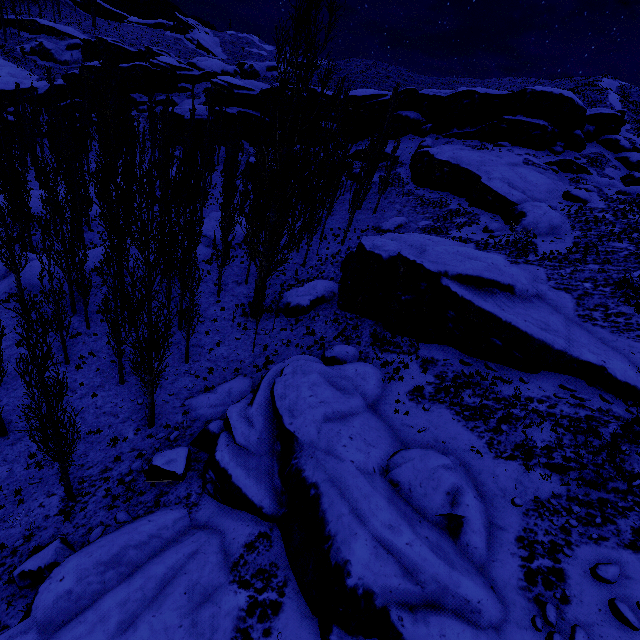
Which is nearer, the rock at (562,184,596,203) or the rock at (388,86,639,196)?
the rock at (562,184,596,203)

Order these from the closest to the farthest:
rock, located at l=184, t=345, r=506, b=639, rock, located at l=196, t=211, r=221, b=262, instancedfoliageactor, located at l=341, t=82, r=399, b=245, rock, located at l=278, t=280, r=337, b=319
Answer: rock, located at l=184, t=345, r=506, b=639, rock, located at l=278, t=280, r=337, b=319, instancedfoliageactor, located at l=341, t=82, r=399, b=245, rock, located at l=196, t=211, r=221, b=262

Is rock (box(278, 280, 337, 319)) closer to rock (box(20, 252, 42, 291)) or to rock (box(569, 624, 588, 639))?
rock (box(569, 624, 588, 639))

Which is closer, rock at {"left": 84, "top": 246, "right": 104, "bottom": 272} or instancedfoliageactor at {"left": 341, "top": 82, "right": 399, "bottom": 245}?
rock at {"left": 84, "top": 246, "right": 104, "bottom": 272}

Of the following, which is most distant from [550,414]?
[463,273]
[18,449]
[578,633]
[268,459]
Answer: [18,449]

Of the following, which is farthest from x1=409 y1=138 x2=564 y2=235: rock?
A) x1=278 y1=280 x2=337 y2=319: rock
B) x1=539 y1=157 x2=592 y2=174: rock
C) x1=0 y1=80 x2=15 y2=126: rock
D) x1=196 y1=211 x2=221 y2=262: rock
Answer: x1=196 y1=211 x2=221 y2=262: rock

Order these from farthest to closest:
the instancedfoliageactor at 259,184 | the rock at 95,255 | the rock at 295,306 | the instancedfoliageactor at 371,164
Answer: the instancedfoliageactor at 371,164 → the rock at 95,255 → the rock at 295,306 → the instancedfoliageactor at 259,184

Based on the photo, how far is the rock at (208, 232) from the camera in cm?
2797
